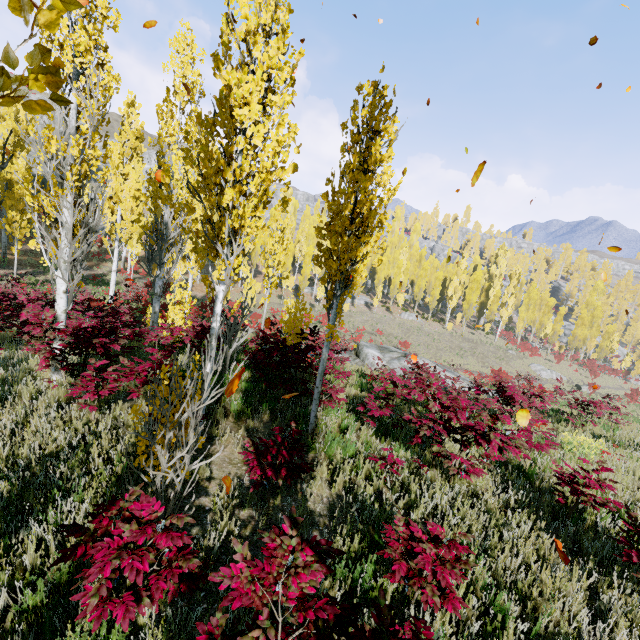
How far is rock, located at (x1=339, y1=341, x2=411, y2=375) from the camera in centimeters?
1598cm

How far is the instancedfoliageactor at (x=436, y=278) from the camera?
51.31m

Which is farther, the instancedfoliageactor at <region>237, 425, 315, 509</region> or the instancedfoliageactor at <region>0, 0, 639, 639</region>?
the instancedfoliageactor at <region>237, 425, 315, 509</region>

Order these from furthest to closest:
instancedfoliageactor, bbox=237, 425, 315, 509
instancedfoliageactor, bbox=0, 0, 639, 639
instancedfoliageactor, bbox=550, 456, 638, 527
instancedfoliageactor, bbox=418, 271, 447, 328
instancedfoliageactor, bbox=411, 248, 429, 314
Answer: instancedfoliageactor, bbox=411, 248, 429, 314 → instancedfoliageactor, bbox=418, 271, 447, 328 → instancedfoliageactor, bbox=550, 456, 638, 527 → instancedfoliageactor, bbox=237, 425, 315, 509 → instancedfoliageactor, bbox=0, 0, 639, 639

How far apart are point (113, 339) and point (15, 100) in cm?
655

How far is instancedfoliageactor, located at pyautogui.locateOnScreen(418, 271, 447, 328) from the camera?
51.31m
